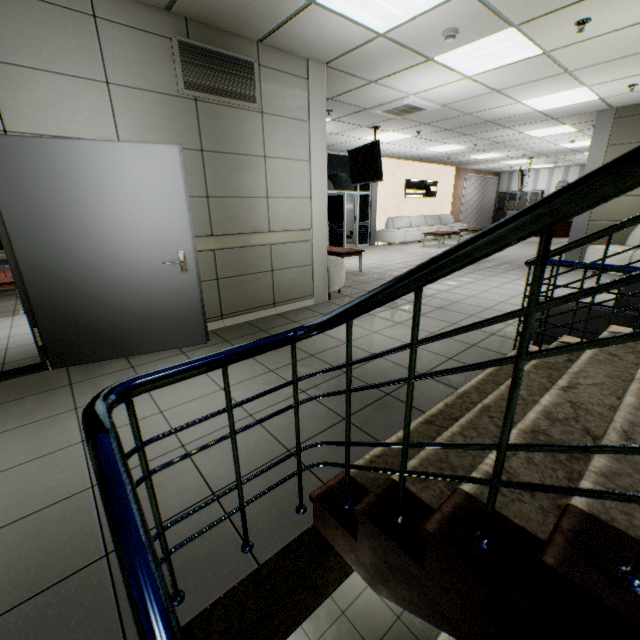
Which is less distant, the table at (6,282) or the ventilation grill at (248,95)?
the ventilation grill at (248,95)

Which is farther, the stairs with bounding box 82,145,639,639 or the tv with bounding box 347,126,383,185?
the tv with bounding box 347,126,383,185

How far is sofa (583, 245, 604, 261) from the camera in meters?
6.6 m

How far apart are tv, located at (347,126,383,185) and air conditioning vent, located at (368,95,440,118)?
0.5 meters

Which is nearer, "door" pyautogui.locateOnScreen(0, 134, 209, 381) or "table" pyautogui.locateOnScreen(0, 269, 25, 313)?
"door" pyautogui.locateOnScreen(0, 134, 209, 381)

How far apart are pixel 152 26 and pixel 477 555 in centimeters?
458cm

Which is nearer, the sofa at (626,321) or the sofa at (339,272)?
the sofa at (626,321)

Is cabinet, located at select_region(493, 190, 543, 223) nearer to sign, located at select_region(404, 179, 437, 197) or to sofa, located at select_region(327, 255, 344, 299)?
sign, located at select_region(404, 179, 437, 197)
